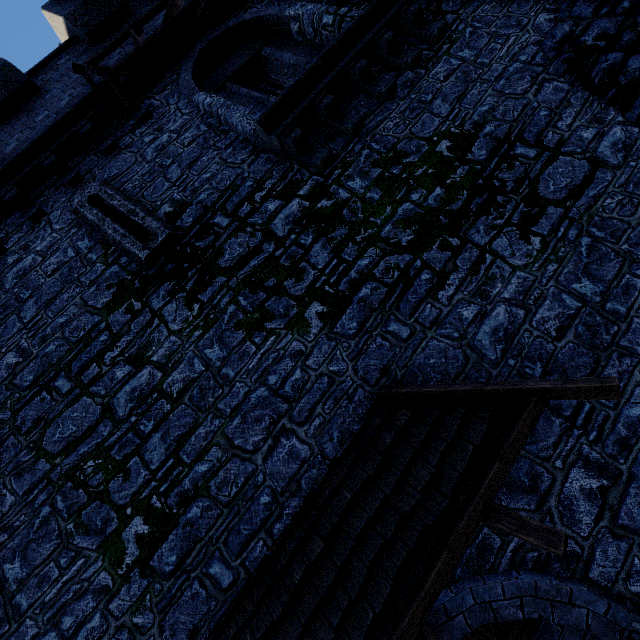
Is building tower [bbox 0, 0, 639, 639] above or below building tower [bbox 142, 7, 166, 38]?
below

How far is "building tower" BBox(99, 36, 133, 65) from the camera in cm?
732

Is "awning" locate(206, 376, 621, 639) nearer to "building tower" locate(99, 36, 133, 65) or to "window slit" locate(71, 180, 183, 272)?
"building tower" locate(99, 36, 133, 65)

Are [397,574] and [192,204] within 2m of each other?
no

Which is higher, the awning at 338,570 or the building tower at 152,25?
the building tower at 152,25

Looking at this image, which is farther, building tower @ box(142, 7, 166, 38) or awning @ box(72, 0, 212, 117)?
building tower @ box(142, 7, 166, 38)

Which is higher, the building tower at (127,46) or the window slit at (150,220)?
the building tower at (127,46)
